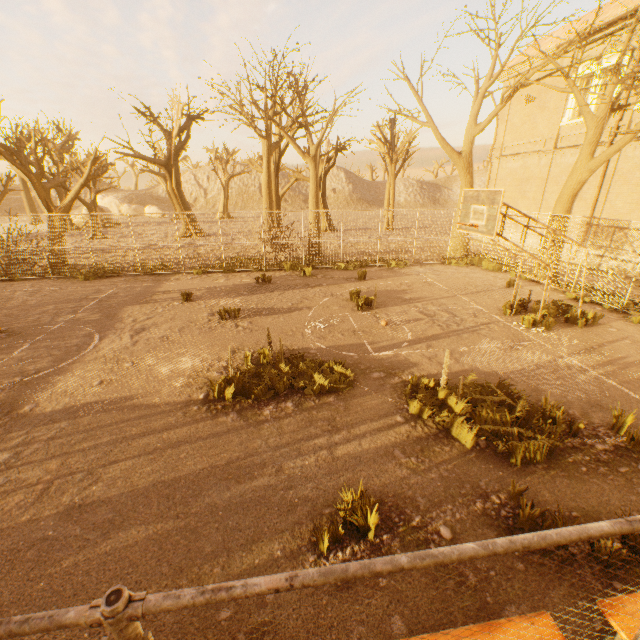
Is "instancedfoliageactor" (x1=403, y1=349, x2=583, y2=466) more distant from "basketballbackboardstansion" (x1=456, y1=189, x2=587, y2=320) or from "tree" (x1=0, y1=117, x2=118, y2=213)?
"tree" (x1=0, y1=117, x2=118, y2=213)

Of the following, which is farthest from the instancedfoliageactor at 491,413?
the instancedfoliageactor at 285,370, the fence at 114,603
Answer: the fence at 114,603

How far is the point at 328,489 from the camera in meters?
4.6

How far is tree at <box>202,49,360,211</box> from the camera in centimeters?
1614cm

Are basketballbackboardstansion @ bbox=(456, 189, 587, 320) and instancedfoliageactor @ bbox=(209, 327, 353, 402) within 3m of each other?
no

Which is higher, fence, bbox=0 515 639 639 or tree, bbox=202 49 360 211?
tree, bbox=202 49 360 211

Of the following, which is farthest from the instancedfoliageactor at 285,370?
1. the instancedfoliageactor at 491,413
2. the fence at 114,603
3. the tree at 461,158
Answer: the tree at 461,158

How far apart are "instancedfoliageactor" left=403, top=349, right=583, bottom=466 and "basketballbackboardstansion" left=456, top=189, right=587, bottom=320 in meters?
3.9
